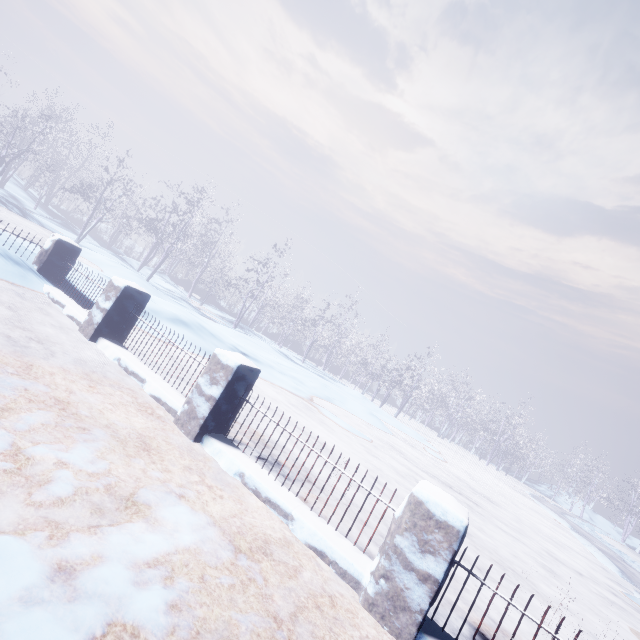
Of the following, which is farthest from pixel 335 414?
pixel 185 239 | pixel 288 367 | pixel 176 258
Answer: pixel 176 258
